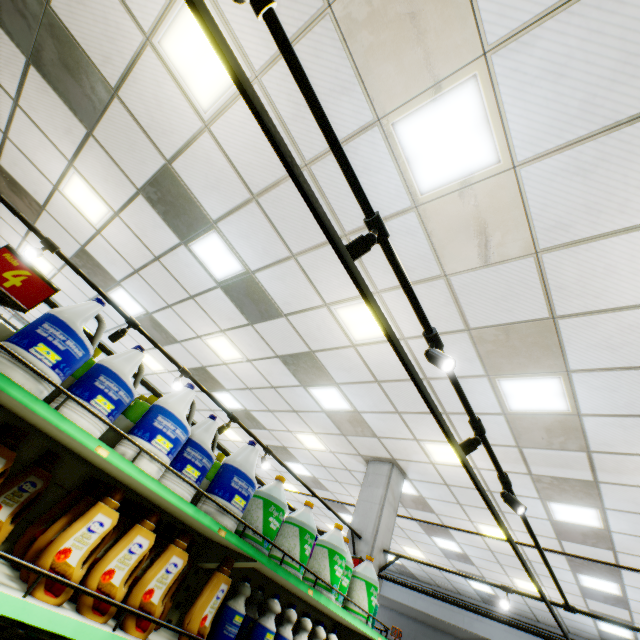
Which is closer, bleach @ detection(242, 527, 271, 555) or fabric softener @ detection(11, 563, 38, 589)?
fabric softener @ detection(11, 563, 38, 589)

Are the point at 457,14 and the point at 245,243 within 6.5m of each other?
yes

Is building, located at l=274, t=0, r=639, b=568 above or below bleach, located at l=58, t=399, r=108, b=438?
above

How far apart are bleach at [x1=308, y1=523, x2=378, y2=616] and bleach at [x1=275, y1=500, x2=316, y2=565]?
0.52m

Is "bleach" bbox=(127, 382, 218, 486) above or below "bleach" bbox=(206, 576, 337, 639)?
above

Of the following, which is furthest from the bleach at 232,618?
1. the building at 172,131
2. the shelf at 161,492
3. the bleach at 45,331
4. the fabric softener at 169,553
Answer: the bleach at 45,331

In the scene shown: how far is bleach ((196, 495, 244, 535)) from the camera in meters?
2.1 m

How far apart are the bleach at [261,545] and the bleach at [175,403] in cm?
87
